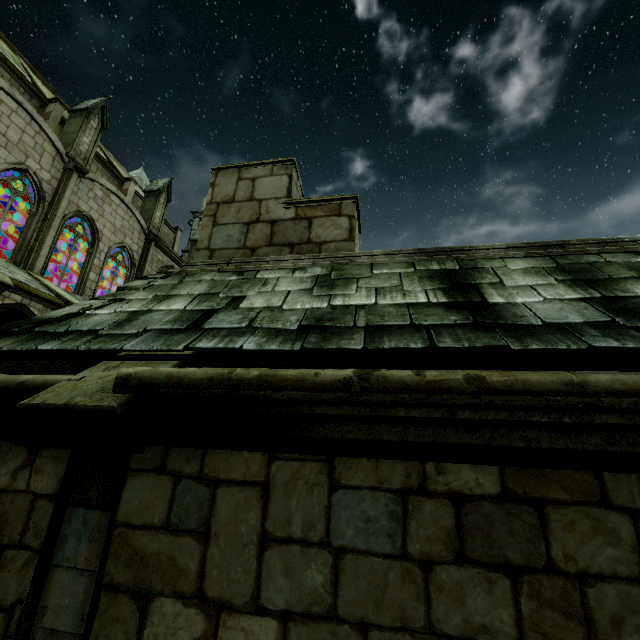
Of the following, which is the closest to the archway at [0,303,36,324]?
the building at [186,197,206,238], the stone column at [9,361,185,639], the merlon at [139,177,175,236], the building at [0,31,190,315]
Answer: the building at [0,31,190,315]

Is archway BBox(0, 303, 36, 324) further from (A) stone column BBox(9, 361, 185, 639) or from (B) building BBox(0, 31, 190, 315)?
(A) stone column BBox(9, 361, 185, 639)

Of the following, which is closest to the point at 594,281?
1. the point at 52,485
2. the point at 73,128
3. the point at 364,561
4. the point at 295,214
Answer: the point at 364,561

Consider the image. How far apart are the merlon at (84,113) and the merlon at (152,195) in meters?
4.6

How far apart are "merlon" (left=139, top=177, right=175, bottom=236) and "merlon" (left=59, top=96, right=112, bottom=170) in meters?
4.6 m

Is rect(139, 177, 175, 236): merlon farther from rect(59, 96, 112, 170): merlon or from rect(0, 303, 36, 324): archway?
rect(0, 303, 36, 324): archway

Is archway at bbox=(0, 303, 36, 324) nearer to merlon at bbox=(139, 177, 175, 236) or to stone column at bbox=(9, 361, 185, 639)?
merlon at bbox=(139, 177, 175, 236)

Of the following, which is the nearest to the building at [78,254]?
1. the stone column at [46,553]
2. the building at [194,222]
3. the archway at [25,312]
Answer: the archway at [25,312]
